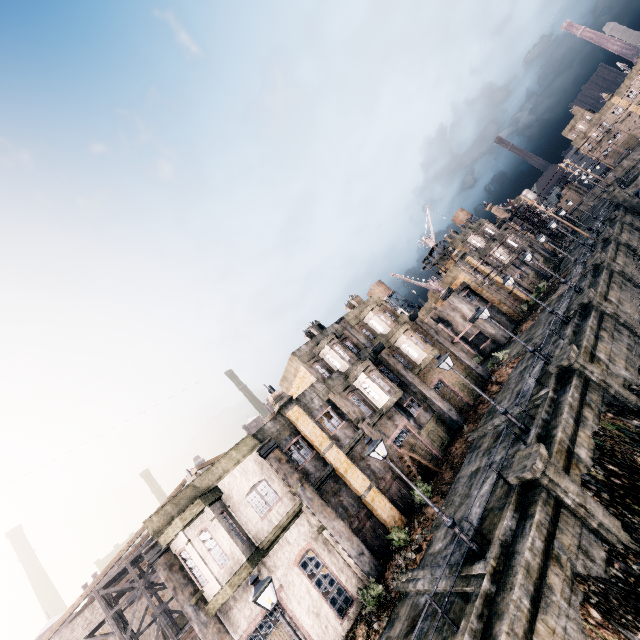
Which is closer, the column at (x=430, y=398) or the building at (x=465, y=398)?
the column at (x=430, y=398)

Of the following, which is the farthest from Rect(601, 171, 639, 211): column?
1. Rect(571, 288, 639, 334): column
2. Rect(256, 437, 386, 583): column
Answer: Rect(256, 437, 386, 583): column

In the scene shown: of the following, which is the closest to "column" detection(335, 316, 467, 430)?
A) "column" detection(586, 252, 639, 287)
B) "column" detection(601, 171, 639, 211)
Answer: "column" detection(586, 252, 639, 287)

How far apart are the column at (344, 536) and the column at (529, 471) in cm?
885

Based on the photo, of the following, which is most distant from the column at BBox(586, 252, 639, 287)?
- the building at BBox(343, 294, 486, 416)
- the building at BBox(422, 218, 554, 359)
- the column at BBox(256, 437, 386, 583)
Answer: the column at BBox(256, 437, 386, 583)

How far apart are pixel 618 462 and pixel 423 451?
11.84m

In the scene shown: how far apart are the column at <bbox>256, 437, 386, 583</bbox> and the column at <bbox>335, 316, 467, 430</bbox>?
12.2m

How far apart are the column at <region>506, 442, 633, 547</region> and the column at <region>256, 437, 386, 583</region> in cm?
885
